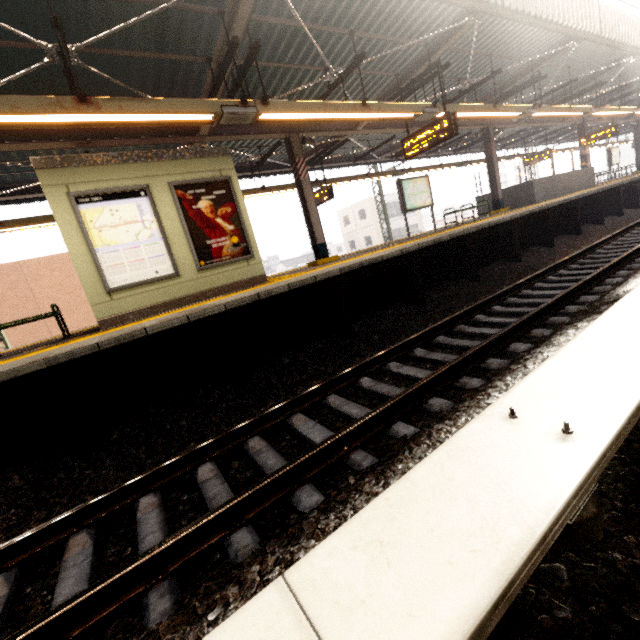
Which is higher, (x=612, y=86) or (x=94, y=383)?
(x=612, y=86)

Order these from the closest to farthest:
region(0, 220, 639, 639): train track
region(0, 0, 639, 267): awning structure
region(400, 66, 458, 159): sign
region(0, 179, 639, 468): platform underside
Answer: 1. region(0, 220, 639, 639): train track
2. region(0, 179, 639, 468): platform underside
3. region(0, 0, 639, 267): awning structure
4. region(400, 66, 458, 159): sign

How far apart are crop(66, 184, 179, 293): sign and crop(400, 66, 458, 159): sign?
6.4m

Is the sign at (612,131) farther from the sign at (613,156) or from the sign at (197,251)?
the sign at (197,251)

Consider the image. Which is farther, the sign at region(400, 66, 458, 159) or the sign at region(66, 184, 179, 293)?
the sign at region(400, 66, 458, 159)

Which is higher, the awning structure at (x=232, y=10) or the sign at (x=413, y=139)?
the awning structure at (x=232, y=10)

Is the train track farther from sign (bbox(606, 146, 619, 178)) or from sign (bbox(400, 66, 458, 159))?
sign (bbox(606, 146, 619, 178))

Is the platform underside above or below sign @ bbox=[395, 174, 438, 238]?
below
